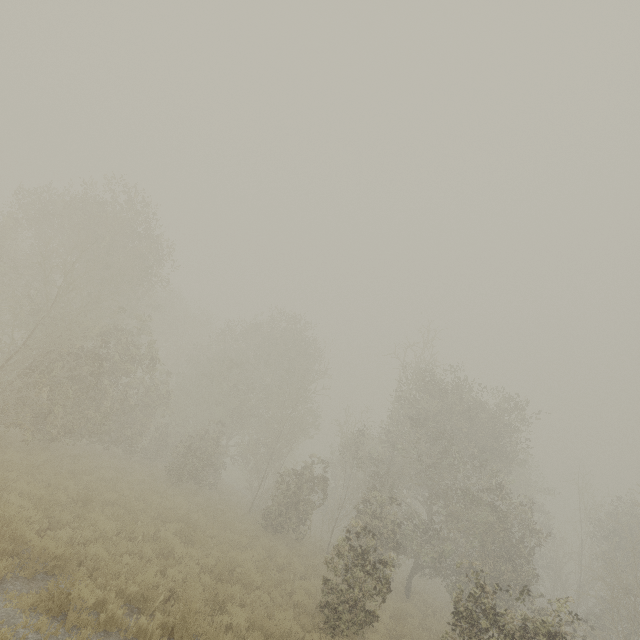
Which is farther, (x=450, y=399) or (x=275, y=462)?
(x=275, y=462)
